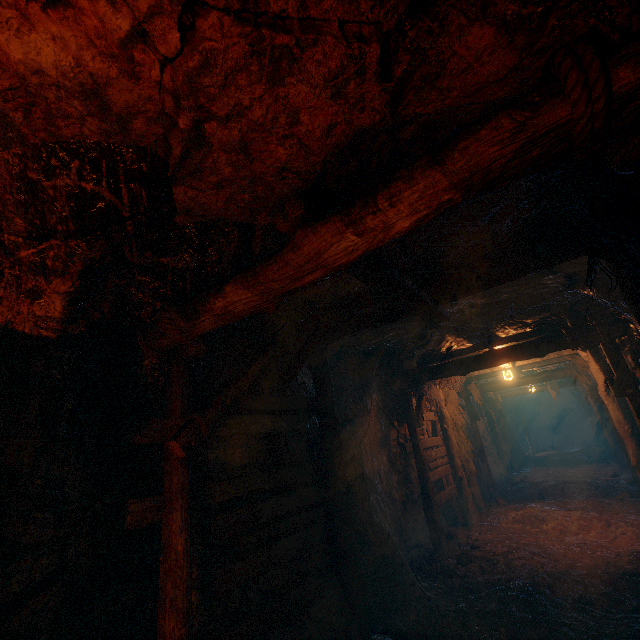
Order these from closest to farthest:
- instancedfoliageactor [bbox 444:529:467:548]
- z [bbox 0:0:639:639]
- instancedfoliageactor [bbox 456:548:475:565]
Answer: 1. z [bbox 0:0:639:639]
2. instancedfoliageactor [bbox 456:548:475:565]
3. instancedfoliageactor [bbox 444:529:467:548]

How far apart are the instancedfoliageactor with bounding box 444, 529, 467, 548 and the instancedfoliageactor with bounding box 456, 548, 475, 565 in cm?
118

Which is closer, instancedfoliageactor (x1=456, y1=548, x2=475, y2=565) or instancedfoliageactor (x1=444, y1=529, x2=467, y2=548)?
instancedfoliageactor (x1=456, y1=548, x2=475, y2=565)

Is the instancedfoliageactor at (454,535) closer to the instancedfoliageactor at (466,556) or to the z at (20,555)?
the z at (20,555)

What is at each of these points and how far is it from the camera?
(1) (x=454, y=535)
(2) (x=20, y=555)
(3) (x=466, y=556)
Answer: (1) instancedfoliageactor, 7.8m
(2) z, 2.3m
(3) instancedfoliageactor, 6.4m

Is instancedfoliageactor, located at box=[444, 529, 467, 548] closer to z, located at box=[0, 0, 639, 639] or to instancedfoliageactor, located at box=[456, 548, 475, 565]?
z, located at box=[0, 0, 639, 639]

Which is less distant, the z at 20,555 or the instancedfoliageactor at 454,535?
the z at 20,555
